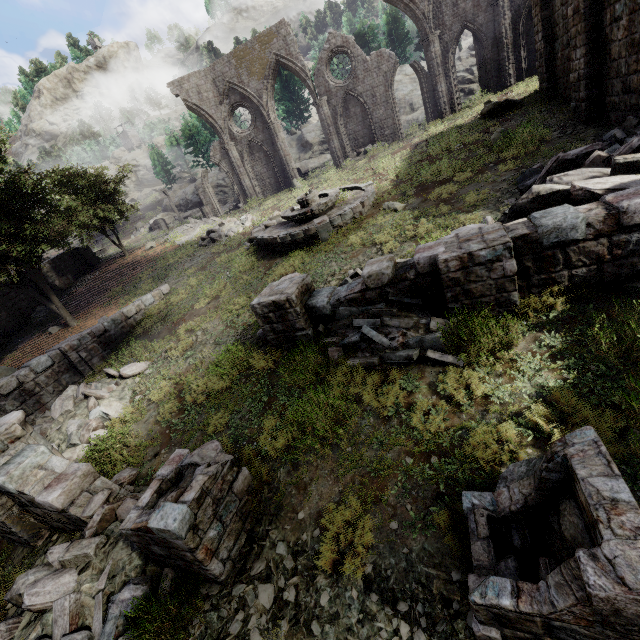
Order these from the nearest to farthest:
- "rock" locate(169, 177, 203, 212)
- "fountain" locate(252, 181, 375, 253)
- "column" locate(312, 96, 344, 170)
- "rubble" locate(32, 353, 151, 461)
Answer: "rubble" locate(32, 353, 151, 461), "fountain" locate(252, 181, 375, 253), "column" locate(312, 96, 344, 170), "rock" locate(169, 177, 203, 212)

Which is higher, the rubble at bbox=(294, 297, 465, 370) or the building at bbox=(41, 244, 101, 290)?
the building at bbox=(41, 244, 101, 290)

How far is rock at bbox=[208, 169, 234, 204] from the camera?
42.22m

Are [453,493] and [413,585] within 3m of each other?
yes

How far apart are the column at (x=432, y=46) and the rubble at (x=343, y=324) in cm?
2092

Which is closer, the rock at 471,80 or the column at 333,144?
the column at 333,144

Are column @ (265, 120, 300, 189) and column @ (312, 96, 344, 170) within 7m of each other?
yes

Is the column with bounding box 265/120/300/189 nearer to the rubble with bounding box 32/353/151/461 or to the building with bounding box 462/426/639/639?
the building with bounding box 462/426/639/639
